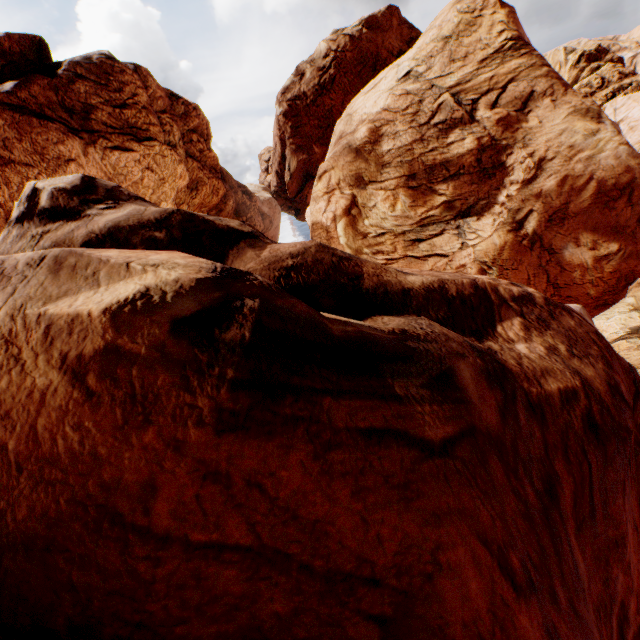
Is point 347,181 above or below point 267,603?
above
